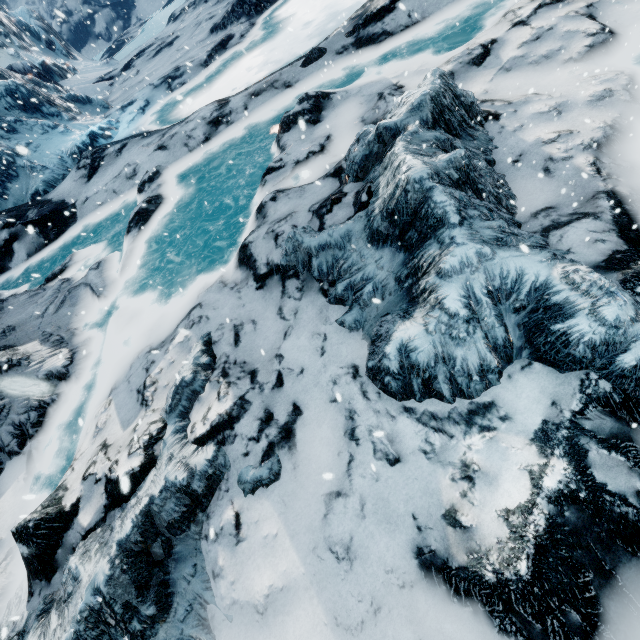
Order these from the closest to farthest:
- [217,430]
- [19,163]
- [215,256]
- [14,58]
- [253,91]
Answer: [217,430] < [215,256] < [253,91] < [19,163] < [14,58]
